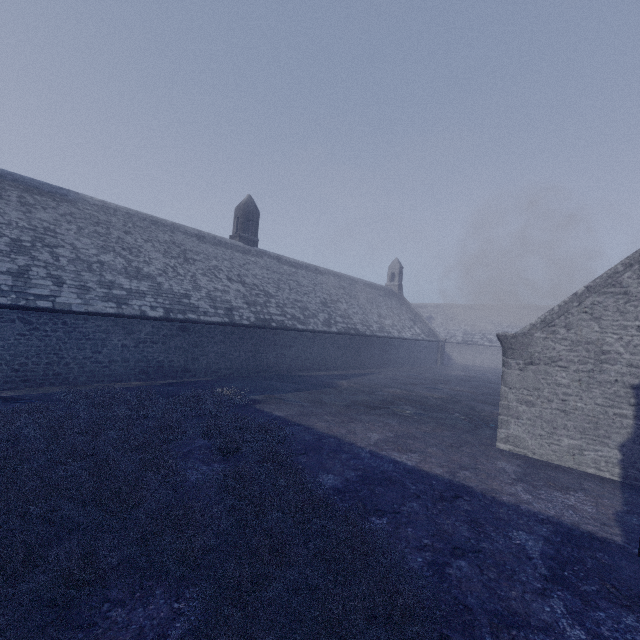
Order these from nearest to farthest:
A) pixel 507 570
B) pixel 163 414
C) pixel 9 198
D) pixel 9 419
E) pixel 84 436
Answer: pixel 507 570
pixel 84 436
pixel 9 419
pixel 163 414
pixel 9 198
